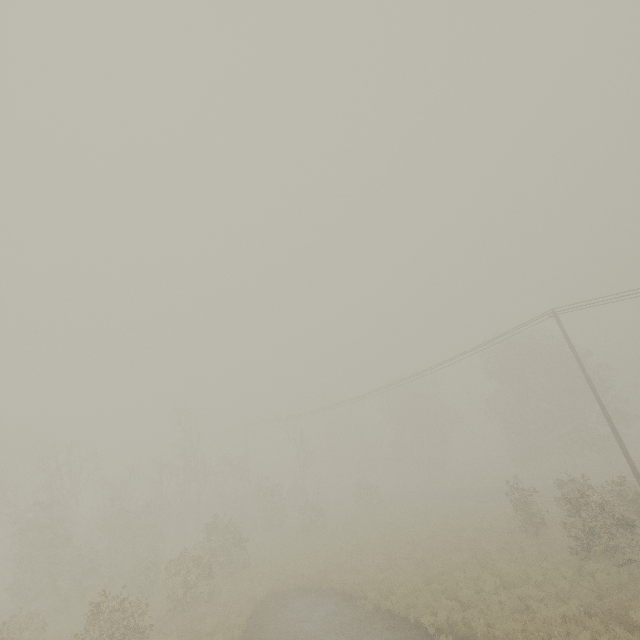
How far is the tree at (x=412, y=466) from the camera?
36.14m

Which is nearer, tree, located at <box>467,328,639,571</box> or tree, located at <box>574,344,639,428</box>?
tree, located at <box>467,328,639,571</box>

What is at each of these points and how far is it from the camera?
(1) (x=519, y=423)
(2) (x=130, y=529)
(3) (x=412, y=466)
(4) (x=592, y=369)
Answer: (1) tree, 37.6 meters
(2) tree, 25.0 meters
(3) tree, 51.4 meters
(4) tree, 39.0 meters

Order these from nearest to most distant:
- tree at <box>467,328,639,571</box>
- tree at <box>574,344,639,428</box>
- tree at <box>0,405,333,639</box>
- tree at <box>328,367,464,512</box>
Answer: tree at <box>467,328,639,571</box> → tree at <box>0,405,333,639</box> → tree at <box>574,344,639,428</box> → tree at <box>328,367,464,512</box>

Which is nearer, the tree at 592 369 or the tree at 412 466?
the tree at 592 369

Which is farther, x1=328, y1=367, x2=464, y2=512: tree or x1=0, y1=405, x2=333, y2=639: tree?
x1=328, y1=367, x2=464, y2=512: tree

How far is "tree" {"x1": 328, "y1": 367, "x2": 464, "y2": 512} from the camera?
36.1m
